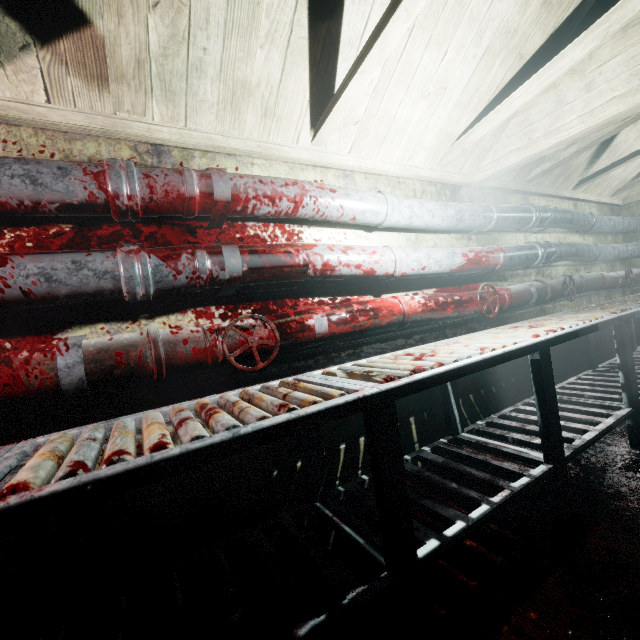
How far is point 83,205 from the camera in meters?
1.2

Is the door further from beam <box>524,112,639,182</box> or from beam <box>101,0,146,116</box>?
beam <box>101,0,146,116</box>

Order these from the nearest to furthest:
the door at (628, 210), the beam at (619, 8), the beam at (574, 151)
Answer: the beam at (619, 8), the beam at (574, 151), the door at (628, 210)

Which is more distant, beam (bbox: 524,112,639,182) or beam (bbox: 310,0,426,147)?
beam (bbox: 524,112,639,182)

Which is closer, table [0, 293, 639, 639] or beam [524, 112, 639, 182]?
table [0, 293, 639, 639]

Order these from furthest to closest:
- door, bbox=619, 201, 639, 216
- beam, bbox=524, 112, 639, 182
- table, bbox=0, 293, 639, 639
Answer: door, bbox=619, 201, 639, 216
beam, bbox=524, 112, 639, 182
table, bbox=0, 293, 639, 639

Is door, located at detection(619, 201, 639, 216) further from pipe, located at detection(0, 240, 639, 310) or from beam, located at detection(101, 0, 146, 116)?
beam, located at detection(101, 0, 146, 116)

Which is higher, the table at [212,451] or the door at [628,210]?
the door at [628,210]
